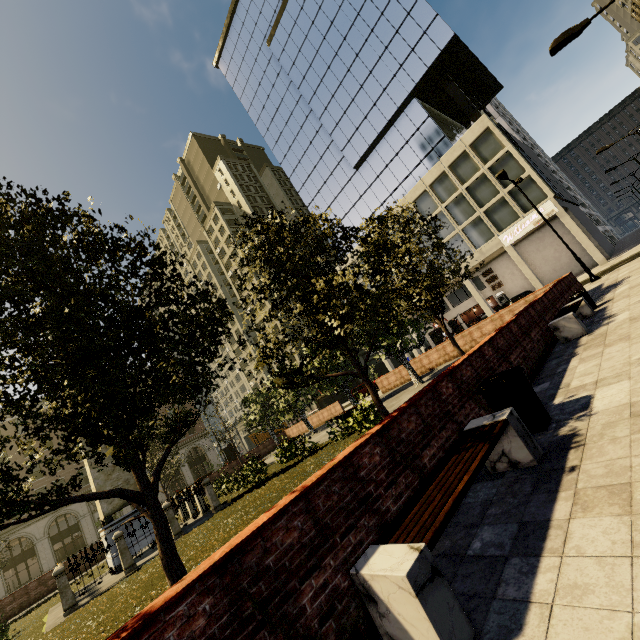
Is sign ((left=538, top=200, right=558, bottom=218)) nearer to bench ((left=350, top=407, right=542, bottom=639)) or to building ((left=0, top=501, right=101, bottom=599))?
building ((left=0, top=501, right=101, bottom=599))

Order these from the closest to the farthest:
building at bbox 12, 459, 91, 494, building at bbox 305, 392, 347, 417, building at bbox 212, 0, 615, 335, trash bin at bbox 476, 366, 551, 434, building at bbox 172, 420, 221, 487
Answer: trash bin at bbox 476, 366, 551, 434, building at bbox 212, 0, 615, 335, building at bbox 12, 459, 91, 494, building at bbox 172, 420, 221, 487, building at bbox 305, 392, 347, 417

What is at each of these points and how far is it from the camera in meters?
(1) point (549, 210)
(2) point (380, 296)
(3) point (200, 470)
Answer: (1) sign, 27.8 m
(2) tree, 9.8 m
(3) building, 54.9 m

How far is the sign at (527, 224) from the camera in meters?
28.5

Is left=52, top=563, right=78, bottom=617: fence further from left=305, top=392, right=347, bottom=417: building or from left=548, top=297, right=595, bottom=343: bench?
left=305, top=392, right=347, bottom=417: building

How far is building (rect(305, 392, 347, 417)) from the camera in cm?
5228

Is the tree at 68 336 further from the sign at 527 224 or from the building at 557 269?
the sign at 527 224
